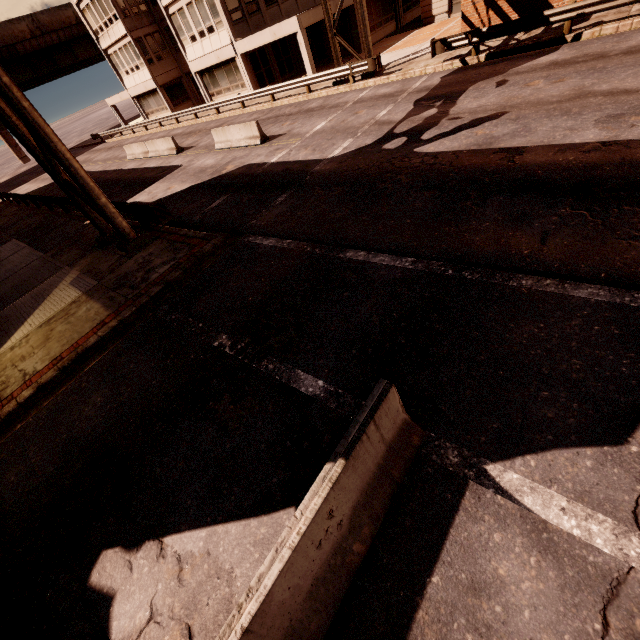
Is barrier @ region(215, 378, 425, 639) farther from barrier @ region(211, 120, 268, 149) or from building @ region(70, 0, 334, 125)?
Result: building @ region(70, 0, 334, 125)

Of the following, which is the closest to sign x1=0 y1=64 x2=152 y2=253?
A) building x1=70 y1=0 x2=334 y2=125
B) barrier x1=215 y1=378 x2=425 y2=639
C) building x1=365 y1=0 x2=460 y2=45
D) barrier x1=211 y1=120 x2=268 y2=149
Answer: building x1=70 y1=0 x2=334 y2=125

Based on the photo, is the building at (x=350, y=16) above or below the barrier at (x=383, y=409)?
above

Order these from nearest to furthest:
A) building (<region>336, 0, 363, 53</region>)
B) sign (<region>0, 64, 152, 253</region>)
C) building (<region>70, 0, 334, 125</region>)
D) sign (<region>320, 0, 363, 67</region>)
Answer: sign (<region>0, 64, 152, 253</region>) < sign (<region>320, 0, 363, 67</region>) < building (<region>70, 0, 334, 125</region>) < building (<region>336, 0, 363, 53</region>)

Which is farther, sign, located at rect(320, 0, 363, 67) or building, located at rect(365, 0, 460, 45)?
building, located at rect(365, 0, 460, 45)

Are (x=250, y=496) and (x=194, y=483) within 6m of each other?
yes

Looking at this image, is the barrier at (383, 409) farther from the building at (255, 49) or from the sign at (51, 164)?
the building at (255, 49)

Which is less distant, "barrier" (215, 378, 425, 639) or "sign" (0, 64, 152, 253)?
"barrier" (215, 378, 425, 639)
